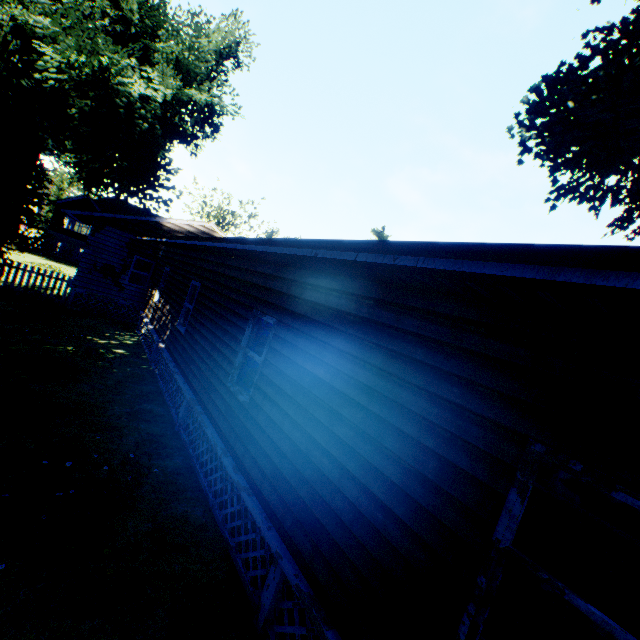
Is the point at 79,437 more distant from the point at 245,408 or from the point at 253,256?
the point at 253,256

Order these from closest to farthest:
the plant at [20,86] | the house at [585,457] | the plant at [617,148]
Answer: the house at [585,457] → the plant at [20,86] → the plant at [617,148]

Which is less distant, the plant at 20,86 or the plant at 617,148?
the plant at 20,86

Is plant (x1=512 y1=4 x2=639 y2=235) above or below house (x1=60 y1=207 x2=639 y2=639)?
above

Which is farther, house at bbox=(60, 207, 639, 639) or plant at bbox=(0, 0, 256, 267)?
plant at bbox=(0, 0, 256, 267)

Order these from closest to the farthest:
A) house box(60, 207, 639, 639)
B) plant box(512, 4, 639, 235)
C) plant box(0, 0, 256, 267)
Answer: house box(60, 207, 639, 639) → plant box(0, 0, 256, 267) → plant box(512, 4, 639, 235)

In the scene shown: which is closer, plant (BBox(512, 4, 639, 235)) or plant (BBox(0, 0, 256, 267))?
plant (BBox(0, 0, 256, 267))
